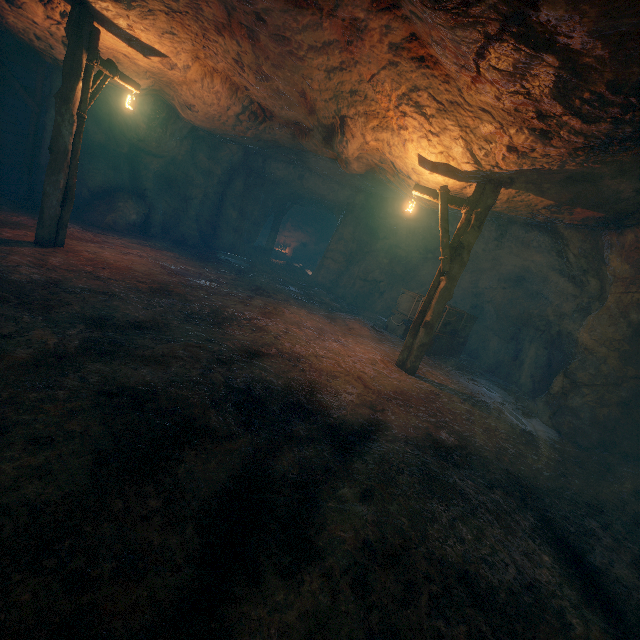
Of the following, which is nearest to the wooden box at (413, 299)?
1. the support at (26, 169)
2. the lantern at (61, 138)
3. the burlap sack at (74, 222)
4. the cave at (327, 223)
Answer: the burlap sack at (74, 222)

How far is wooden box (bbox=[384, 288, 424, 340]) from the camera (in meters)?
11.24

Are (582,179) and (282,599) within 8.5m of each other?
yes

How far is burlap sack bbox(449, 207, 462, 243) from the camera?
12.22m

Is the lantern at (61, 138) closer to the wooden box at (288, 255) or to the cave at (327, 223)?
the cave at (327, 223)

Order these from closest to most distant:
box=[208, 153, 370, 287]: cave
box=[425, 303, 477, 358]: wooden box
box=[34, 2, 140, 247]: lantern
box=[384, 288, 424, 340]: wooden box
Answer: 1. box=[34, 2, 140, 247]: lantern
2. box=[425, 303, 477, 358]: wooden box
3. box=[384, 288, 424, 340]: wooden box
4. box=[208, 153, 370, 287]: cave

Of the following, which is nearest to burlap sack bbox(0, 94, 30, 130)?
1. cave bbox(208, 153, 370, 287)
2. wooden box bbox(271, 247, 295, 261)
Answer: cave bbox(208, 153, 370, 287)

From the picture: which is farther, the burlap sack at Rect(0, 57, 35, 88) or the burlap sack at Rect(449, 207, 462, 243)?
the burlap sack at Rect(449, 207, 462, 243)
